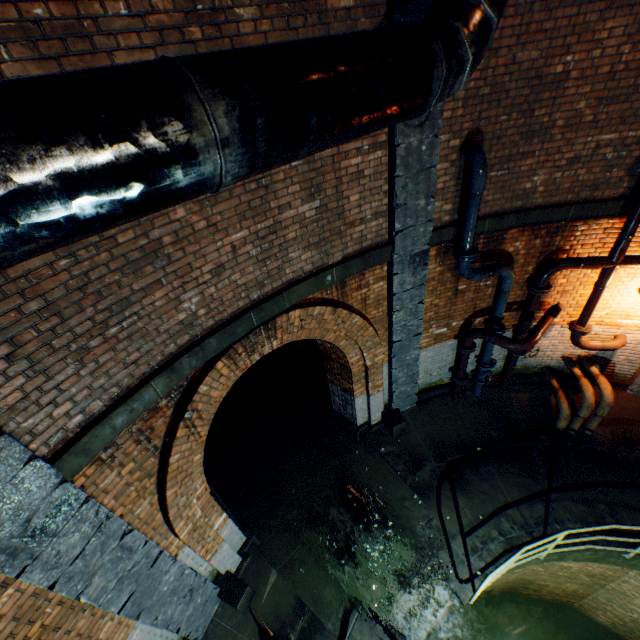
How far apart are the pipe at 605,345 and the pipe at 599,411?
0.4 meters

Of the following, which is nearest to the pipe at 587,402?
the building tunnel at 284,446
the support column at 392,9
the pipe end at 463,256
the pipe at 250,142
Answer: the support column at 392,9

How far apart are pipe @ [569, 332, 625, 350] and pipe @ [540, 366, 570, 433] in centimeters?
39cm

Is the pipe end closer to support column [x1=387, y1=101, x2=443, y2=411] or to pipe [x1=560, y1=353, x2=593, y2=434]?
support column [x1=387, y1=101, x2=443, y2=411]

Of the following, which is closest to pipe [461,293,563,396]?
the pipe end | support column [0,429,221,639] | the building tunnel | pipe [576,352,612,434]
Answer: the pipe end

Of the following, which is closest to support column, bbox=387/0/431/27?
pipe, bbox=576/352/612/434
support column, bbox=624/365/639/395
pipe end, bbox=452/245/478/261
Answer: pipe end, bbox=452/245/478/261

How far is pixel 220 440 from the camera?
8.5m

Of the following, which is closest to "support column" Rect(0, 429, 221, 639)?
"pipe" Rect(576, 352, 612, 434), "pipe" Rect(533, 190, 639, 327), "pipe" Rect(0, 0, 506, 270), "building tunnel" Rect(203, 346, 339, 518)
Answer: "pipe" Rect(0, 0, 506, 270)
